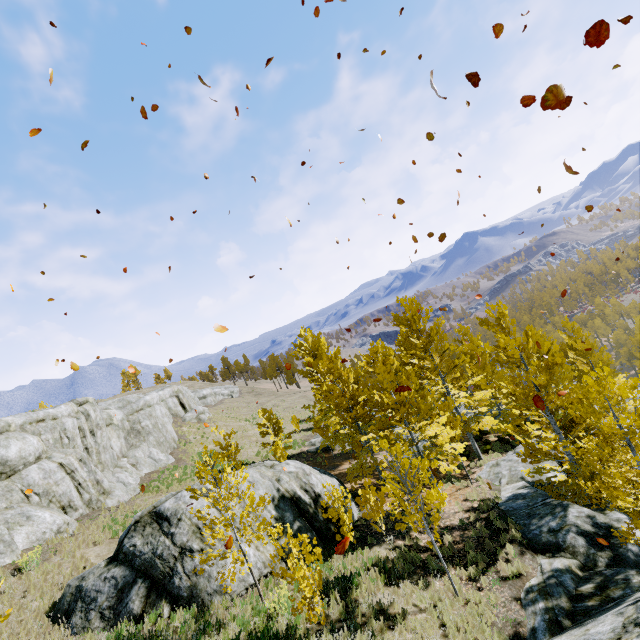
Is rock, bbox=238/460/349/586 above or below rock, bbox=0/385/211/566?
below

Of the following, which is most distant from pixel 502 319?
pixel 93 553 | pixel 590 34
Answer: pixel 93 553

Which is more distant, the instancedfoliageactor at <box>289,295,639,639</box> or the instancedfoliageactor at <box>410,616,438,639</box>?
the instancedfoliageactor at <box>289,295,639,639</box>

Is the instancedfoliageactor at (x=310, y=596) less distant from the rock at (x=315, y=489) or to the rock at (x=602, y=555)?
the rock at (x=602, y=555)

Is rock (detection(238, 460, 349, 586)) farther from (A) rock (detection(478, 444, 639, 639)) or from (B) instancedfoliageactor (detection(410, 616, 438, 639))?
(A) rock (detection(478, 444, 639, 639))

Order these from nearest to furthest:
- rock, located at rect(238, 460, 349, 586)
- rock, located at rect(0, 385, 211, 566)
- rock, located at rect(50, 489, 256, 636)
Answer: rock, located at rect(50, 489, 256, 636) → rock, located at rect(238, 460, 349, 586) → rock, located at rect(0, 385, 211, 566)

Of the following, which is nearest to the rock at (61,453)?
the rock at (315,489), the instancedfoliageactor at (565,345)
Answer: the instancedfoliageactor at (565,345)

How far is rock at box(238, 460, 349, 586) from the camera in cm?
1105
